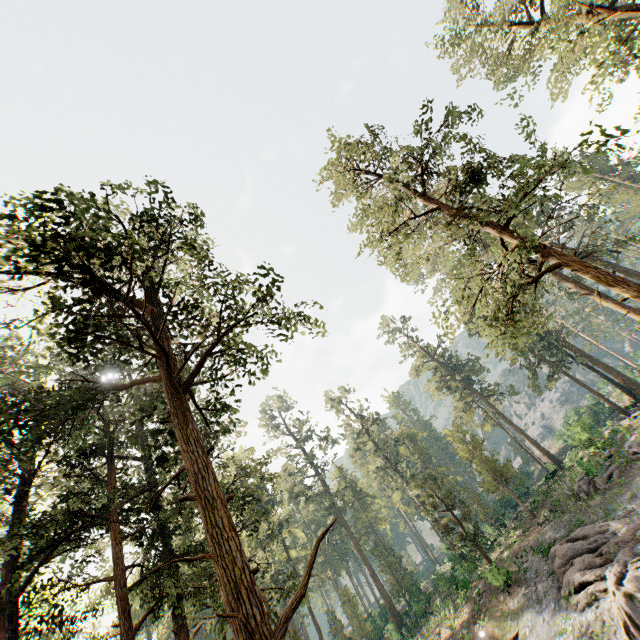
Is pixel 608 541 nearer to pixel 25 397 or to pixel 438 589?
pixel 25 397

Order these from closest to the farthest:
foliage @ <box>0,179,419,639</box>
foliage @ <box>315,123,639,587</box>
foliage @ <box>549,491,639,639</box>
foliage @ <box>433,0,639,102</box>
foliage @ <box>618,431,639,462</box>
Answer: foliage @ <box>0,179,419,639</box>
foliage @ <box>315,123,639,587</box>
foliage @ <box>549,491,639,639</box>
foliage @ <box>433,0,639,102</box>
foliage @ <box>618,431,639,462</box>

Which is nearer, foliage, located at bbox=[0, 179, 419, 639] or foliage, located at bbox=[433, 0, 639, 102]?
foliage, located at bbox=[0, 179, 419, 639]

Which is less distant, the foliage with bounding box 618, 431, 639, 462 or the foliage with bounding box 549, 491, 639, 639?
the foliage with bounding box 549, 491, 639, 639

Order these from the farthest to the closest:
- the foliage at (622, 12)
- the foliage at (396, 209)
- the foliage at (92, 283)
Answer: the foliage at (622, 12)
the foliage at (396, 209)
the foliage at (92, 283)

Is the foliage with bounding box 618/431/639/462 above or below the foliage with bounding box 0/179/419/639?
below

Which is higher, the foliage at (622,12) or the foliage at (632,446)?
the foliage at (622,12)
